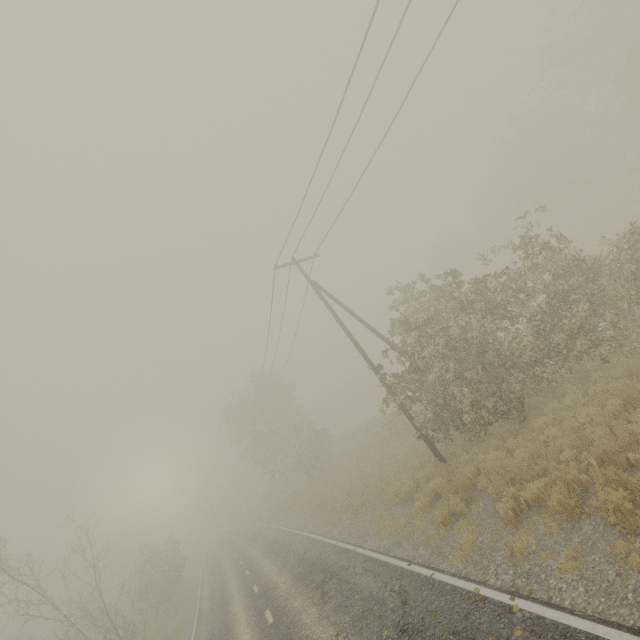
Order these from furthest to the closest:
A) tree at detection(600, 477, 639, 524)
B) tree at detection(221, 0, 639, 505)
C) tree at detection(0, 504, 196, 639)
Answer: tree at detection(0, 504, 196, 639)
tree at detection(221, 0, 639, 505)
tree at detection(600, 477, 639, 524)

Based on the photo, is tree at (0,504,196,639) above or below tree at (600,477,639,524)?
above

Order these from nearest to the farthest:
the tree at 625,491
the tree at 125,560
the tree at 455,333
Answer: the tree at 625,491, the tree at 455,333, the tree at 125,560

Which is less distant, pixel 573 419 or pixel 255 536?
pixel 573 419

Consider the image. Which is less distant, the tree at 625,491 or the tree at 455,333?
the tree at 625,491

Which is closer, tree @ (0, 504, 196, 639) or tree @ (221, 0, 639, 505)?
tree @ (221, 0, 639, 505)
